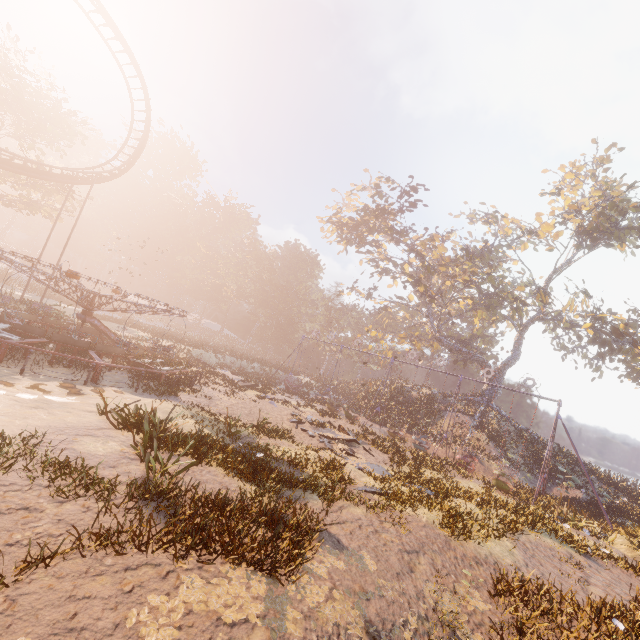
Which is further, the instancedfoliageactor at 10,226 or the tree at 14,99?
the instancedfoliageactor at 10,226

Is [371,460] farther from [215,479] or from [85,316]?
[85,316]

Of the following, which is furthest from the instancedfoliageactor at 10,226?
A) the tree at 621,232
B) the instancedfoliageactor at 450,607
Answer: the instancedfoliageactor at 450,607

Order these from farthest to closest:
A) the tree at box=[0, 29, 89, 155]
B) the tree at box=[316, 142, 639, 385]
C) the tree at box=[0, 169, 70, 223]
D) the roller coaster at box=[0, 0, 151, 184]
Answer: the tree at box=[316, 142, 639, 385]
the tree at box=[0, 169, 70, 223]
the tree at box=[0, 29, 89, 155]
the roller coaster at box=[0, 0, 151, 184]

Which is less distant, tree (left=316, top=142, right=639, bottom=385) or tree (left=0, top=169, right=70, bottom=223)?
tree (left=0, top=169, right=70, bottom=223)

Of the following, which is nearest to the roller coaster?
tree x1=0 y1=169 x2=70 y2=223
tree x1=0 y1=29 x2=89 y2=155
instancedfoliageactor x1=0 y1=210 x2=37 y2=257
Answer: tree x1=0 y1=169 x2=70 y2=223

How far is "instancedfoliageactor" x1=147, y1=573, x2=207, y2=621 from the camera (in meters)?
4.18

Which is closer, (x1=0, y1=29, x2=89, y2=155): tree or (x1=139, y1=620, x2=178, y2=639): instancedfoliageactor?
(x1=139, y1=620, x2=178, y2=639): instancedfoliageactor
